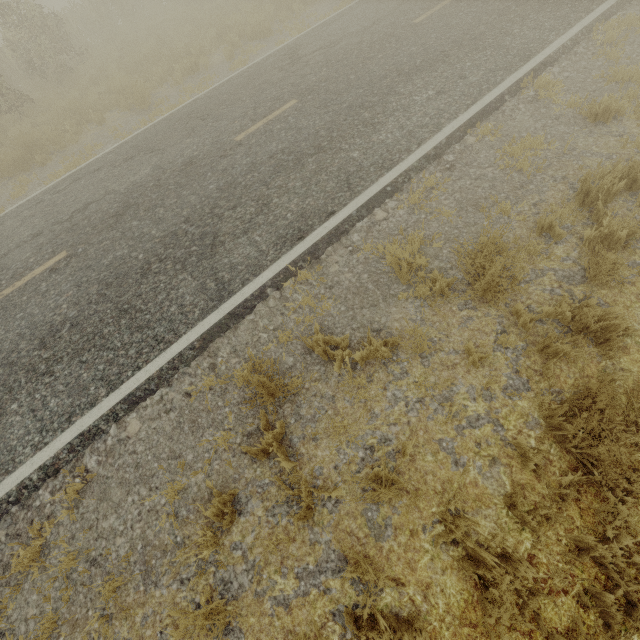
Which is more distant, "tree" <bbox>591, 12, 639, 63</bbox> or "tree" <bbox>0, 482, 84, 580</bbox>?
"tree" <bbox>591, 12, 639, 63</bbox>

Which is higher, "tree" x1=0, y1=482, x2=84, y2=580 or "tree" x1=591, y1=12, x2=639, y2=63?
"tree" x1=591, y1=12, x2=639, y2=63

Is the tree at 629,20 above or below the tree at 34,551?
above

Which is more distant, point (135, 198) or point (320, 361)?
point (135, 198)

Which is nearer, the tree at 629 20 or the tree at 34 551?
the tree at 34 551
